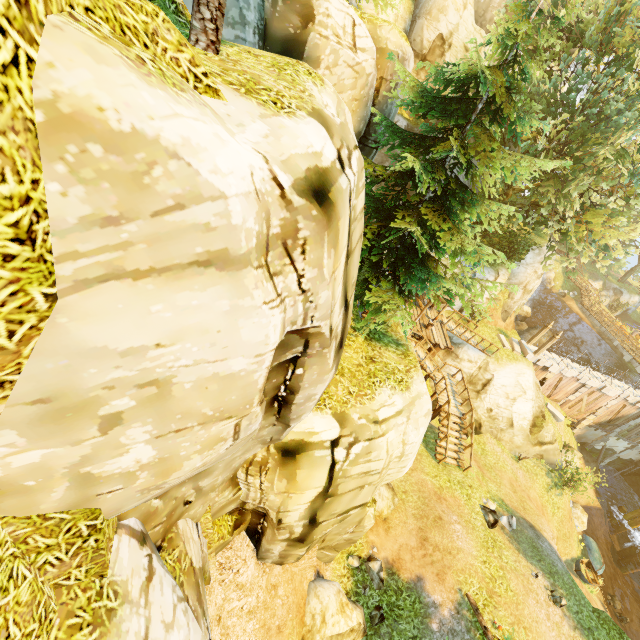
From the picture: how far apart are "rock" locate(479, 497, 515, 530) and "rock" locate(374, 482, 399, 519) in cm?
474

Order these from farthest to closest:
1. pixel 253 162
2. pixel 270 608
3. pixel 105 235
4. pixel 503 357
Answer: pixel 503 357 < pixel 270 608 < pixel 253 162 < pixel 105 235

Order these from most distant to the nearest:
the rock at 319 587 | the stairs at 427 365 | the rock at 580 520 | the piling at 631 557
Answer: the piling at 631 557 → the rock at 580 520 → the stairs at 427 365 → the rock at 319 587

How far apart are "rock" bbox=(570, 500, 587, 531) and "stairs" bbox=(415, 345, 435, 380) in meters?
16.3 m

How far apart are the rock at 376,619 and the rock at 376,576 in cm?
58

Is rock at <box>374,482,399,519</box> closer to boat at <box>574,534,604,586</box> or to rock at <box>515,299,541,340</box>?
boat at <box>574,534,604,586</box>

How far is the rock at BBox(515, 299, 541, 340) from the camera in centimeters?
3406cm

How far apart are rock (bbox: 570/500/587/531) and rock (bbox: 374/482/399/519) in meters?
17.9 m
